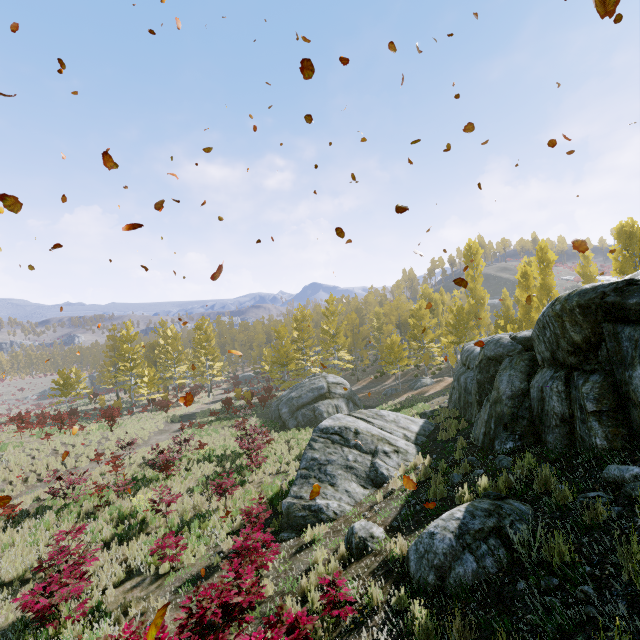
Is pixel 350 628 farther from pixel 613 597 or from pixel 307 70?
pixel 307 70

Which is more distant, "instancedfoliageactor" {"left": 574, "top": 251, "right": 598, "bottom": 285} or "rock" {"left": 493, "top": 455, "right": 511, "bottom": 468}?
"instancedfoliageactor" {"left": 574, "top": 251, "right": 598, "bottom": 285}

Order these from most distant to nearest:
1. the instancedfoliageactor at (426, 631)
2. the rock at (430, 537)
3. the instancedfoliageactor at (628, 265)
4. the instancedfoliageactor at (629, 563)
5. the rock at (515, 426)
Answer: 1. the instancedfoliageactor at (628, 265)
2. the rock at (515, 426)
3. the rock at (430, 537)
4. the instancedfoliageactor at (426, 631)
5. the instancedfoliageactor at (629, 563)

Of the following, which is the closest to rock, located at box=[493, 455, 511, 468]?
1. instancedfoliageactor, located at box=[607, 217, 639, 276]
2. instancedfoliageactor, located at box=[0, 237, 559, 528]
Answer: instancedfoliageactor, located at box=[0, 237, 559, 528]

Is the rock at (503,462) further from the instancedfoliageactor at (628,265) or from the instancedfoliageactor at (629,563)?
the instancedfoliageactor at (628,265)

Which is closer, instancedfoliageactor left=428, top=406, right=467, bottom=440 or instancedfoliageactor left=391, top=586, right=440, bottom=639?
instancedfoliageactor left=391, top=586, right=440, bottom=639
